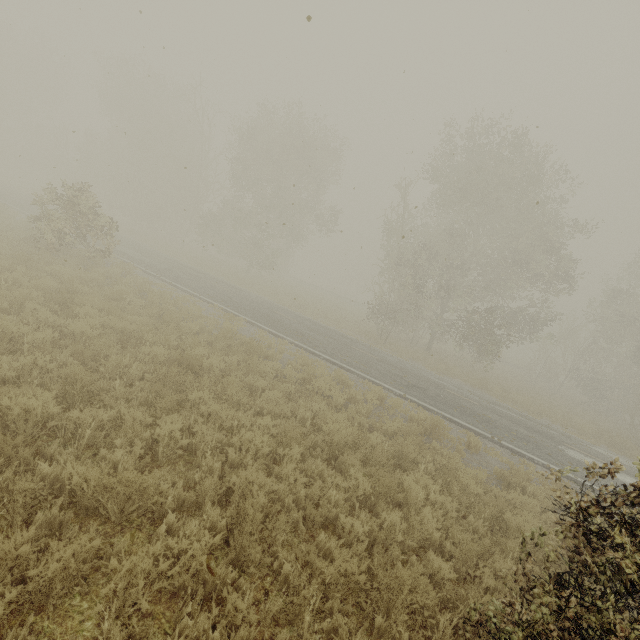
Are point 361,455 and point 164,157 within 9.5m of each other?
no

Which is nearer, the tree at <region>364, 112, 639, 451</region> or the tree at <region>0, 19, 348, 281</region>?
the tree at <region>0, 19, 348, 281</region>

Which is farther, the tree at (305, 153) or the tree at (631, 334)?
the tree at (631, 334)
